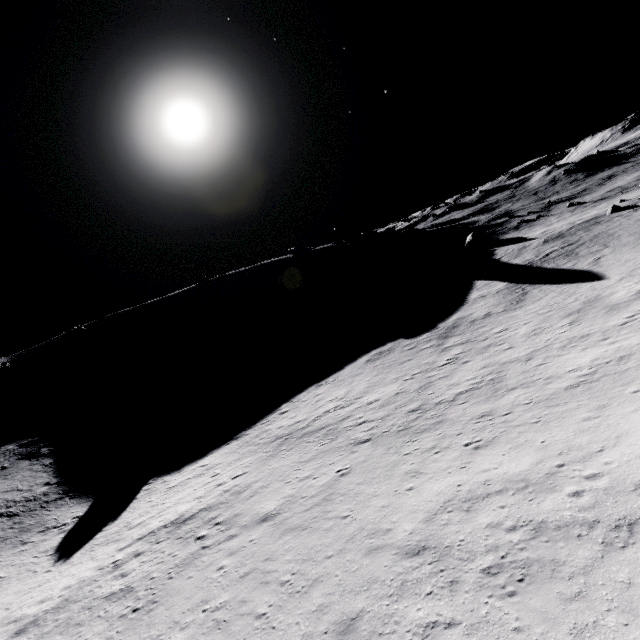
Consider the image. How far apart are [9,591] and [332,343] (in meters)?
39.45
